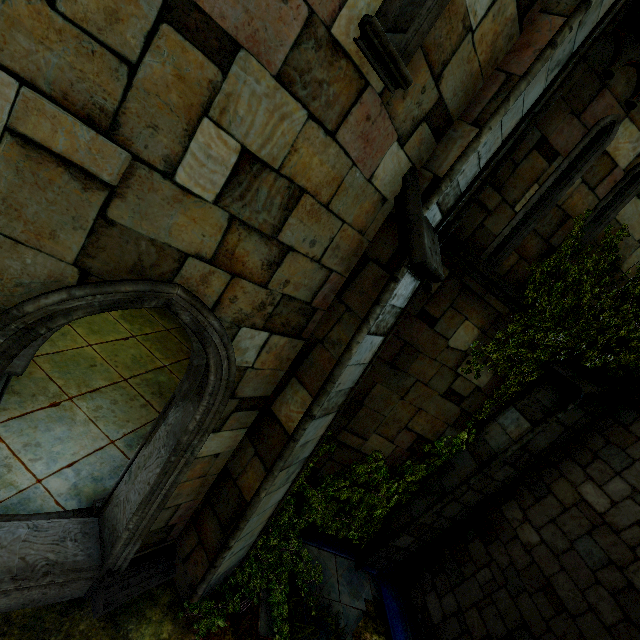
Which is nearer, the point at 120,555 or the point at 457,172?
the point at 457,172

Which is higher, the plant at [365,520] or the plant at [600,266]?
the plant at [600,266]

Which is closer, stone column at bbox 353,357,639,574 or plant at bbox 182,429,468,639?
plant at bbox 182,429,468,639

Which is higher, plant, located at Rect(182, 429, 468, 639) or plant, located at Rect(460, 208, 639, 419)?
plant, located at Rect(460, 208, 639, 419)

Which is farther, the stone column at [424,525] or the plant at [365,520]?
the stone column at [424,525]
